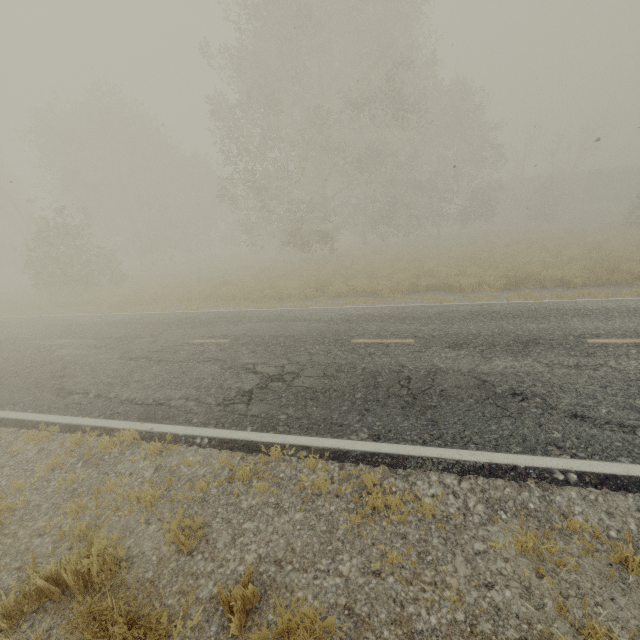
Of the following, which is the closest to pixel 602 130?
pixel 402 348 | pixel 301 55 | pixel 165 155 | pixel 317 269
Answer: pixel 301 55

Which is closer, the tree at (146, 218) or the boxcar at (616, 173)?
the tree at (146, 218)

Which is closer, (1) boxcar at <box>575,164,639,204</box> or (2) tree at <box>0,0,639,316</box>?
(2) tree at <box>0,0,639,316</box>
